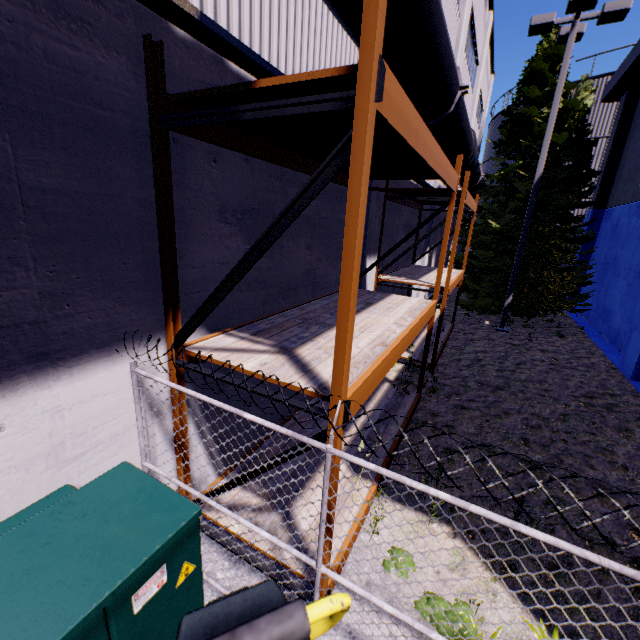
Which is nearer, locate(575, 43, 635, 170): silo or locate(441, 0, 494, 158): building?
locate(441, 0, 494, 158): building

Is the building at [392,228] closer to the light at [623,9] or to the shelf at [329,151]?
the shelf at [329,151]

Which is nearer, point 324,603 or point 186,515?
point 324,603

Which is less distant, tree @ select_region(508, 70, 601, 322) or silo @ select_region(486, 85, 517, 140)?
tree @ select_region(508, 70, 601, 322)

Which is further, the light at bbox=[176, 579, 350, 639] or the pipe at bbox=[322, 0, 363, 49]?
the pipe at bbox=[322, 0, 363, 49]

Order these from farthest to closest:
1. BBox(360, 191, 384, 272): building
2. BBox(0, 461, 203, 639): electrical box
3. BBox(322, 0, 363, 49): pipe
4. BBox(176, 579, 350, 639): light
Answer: BBox(360, 191, 384, 272): building, BBox(322, 0, 363, 49): pipe, BBox(0, 461, 203, 639): electrical box, BBox(176, 579, 350, 639): light

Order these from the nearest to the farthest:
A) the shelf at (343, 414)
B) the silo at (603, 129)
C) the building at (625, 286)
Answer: the shelf at (343, 414)
the building at (625, 286)
the silo at (603, 129)

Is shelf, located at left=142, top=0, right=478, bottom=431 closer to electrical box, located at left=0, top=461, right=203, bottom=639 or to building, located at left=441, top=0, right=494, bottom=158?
building, located at left=441, top=0, right=494, bottom=158
